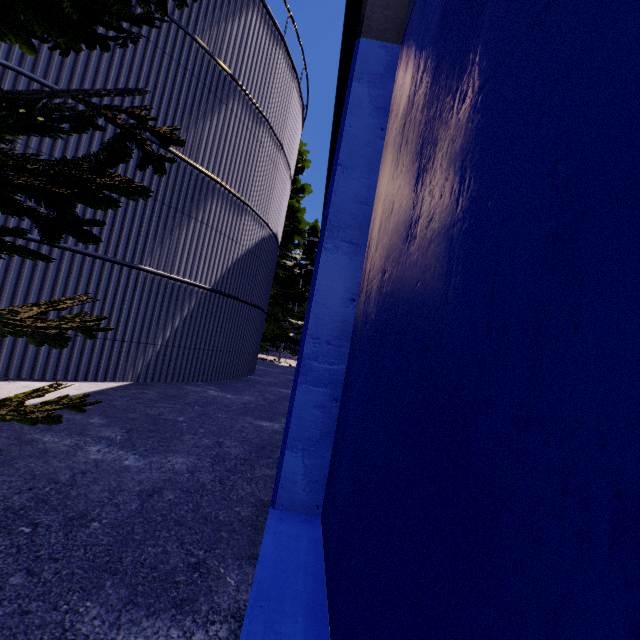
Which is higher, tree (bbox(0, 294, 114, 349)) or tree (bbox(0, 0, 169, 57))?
tree (bbox(0, 0, 169, 57))

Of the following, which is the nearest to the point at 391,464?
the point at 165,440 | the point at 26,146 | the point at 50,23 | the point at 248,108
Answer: the point at 50,23

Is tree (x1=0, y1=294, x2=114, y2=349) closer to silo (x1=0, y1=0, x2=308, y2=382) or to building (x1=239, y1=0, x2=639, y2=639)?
silo (x1=0, y1=0, x2=308, y2=382)

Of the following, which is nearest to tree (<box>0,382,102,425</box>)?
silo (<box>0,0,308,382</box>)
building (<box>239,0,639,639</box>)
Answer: silo (<box>0,0,308,382</box>)

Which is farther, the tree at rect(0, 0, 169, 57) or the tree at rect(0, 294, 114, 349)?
the tree at rect(0, 294, 114, 349)

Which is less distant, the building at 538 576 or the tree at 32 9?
the building at 538 576

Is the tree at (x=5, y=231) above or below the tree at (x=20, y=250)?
above

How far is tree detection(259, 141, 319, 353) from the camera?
20.3m
